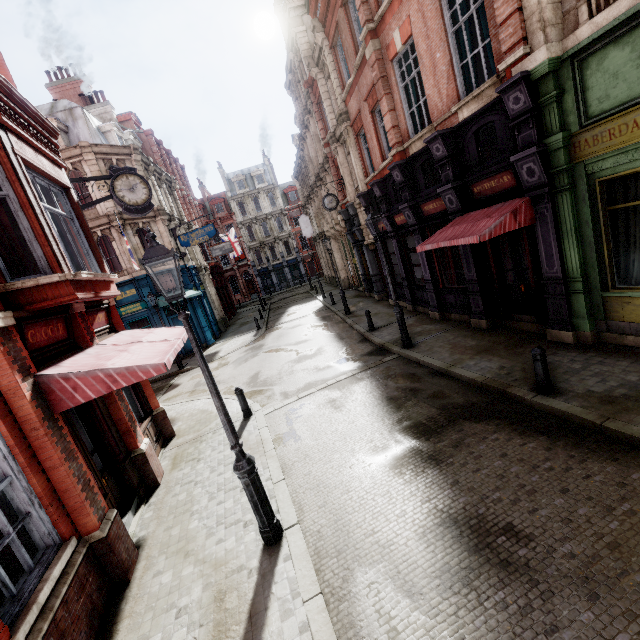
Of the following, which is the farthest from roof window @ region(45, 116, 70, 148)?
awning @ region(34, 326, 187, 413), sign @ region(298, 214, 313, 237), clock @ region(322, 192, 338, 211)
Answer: sign @ region(298, 214, 313, 237)

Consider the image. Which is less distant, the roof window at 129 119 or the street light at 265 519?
the street light at 265 519

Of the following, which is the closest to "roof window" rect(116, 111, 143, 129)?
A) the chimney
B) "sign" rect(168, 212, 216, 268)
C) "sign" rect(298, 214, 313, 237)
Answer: the chimney

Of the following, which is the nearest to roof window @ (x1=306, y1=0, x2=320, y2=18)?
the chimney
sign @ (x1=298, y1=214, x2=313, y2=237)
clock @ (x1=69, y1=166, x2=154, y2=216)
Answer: clock @ (x1=69, y1=166, x2=154, y2=216)

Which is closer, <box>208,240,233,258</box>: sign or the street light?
the street light

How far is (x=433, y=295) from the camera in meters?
12.9 m

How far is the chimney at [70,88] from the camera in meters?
25.7

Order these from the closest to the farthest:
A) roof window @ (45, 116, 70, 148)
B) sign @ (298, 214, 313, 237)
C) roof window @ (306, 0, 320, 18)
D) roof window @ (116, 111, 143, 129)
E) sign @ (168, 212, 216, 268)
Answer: roof window @ (306, 0, 320, 18) < roof window @ (45, 116, 70, 148) < sign @ (168, 212, 216, 268) < roof window @ (116, 111, 143, 129) < sign @ (298, 214, 313, 237)
